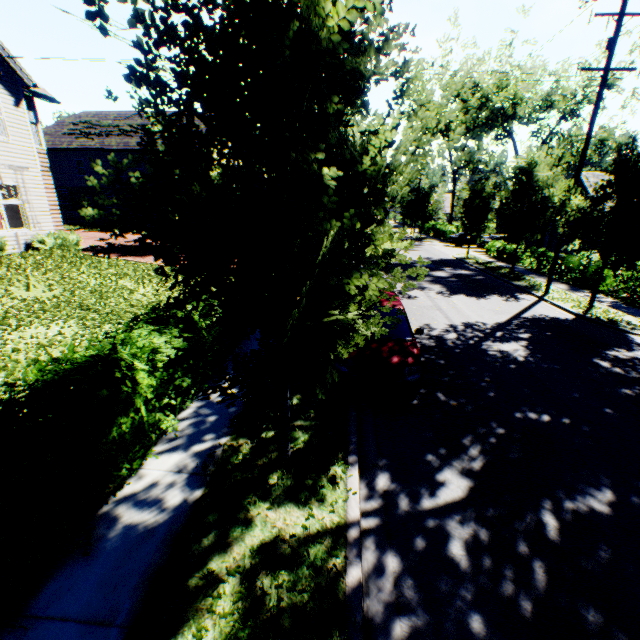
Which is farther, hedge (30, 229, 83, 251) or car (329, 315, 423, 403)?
hedge (30, 229, 83, 251)

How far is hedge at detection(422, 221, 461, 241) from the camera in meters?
39.9 m

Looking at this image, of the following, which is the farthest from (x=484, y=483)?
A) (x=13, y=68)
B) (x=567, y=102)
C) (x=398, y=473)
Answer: (x=567, y=102)

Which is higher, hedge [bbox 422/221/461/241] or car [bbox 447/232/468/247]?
hedge [bbox 422/221/461/241]

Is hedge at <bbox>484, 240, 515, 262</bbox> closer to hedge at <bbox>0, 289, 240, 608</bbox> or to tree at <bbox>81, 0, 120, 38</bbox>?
tree at <bbox>81, 0, 120, 38</bbox>

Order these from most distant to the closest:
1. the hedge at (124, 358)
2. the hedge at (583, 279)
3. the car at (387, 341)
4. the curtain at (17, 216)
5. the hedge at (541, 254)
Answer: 1. the hedge at (541, 254)
2. the hedge at (583, 279)
3. the curtain at (17, 216)
4. the car at (387, 341)
5. the hedge at (124, 358)

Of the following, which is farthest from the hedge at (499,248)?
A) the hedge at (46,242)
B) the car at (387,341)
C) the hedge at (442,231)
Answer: the hedge at (442,231)

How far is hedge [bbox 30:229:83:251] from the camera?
14.4m
